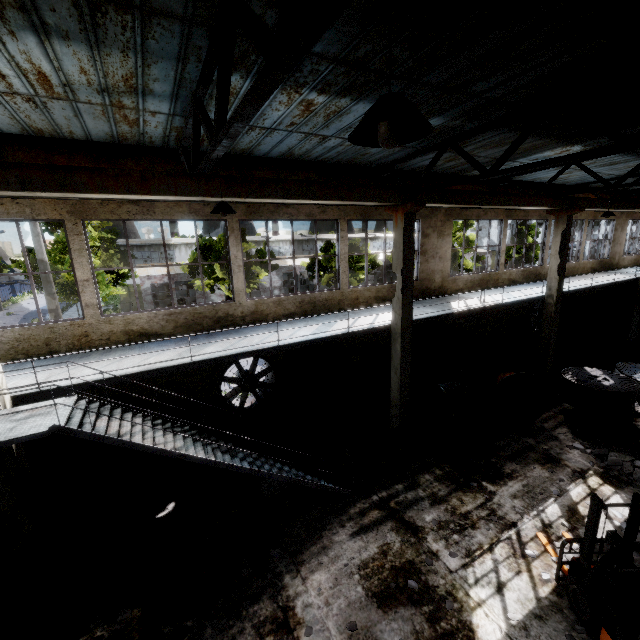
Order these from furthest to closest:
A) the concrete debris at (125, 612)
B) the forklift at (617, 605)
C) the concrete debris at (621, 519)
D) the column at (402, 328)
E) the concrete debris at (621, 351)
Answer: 1. the concrete debris at (621, 351)
2. the column at (402, 328)
3. the concrete debris at (621, 519)
4. the concrete debris at (125, 612)
5. the forklift at (617, 605)

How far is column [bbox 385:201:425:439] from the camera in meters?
9.5

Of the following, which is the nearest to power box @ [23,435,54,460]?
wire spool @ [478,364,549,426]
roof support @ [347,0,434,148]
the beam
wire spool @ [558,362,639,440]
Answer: the beam

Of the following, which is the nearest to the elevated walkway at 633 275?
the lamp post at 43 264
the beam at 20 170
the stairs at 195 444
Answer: the stairs at 195 444

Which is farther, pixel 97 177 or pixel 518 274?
pixel 518 274

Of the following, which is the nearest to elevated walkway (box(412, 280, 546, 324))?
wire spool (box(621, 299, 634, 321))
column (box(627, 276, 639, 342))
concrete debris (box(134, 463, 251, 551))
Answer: column (box(627, 276, 639, 342))

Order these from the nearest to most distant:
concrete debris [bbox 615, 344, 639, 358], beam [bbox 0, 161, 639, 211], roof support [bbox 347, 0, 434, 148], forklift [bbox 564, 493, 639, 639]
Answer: roof support [bbox 347, 0, 434, 148] < forklift [bbox 564, 493, 639, 639] < beam [bbox 0, 161, 639, 211] < concrete debris [bbox 615, 344, 639, 358]

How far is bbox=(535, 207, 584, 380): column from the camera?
13.7m
